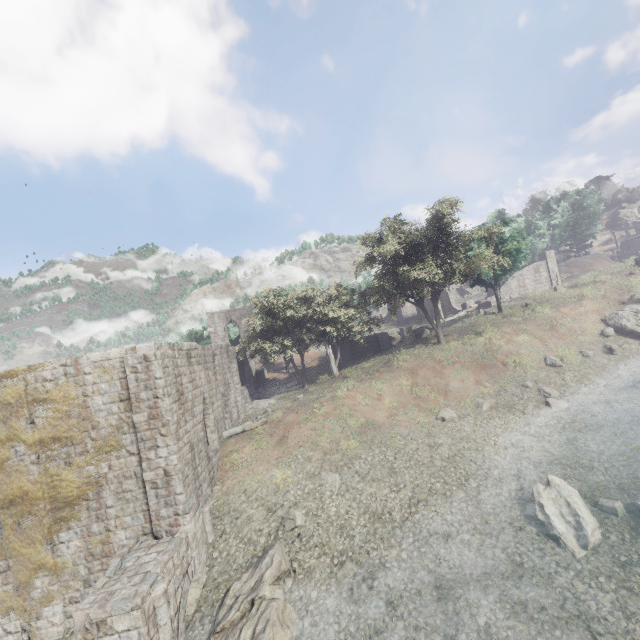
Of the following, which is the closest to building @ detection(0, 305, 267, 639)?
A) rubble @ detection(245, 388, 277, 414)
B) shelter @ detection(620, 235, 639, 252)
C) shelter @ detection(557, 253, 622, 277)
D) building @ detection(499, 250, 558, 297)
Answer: rubble @ detection(245, 388, 277, 414)

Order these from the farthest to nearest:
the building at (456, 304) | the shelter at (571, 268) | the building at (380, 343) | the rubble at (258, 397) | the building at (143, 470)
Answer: the building at (456, 304) → the shelter at (571, 268) → the building at (380, 343) → the rubble at (258, 397) → the building at (143, 470)

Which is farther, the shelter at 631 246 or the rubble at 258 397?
the shelter at 631 246

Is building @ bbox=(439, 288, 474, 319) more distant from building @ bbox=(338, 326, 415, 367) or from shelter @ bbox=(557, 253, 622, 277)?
shelter @ bbox=(557, 253, 622, 277)

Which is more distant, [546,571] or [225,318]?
[225,318]

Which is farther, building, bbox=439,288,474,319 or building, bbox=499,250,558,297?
building, bbox=439,288,474,319

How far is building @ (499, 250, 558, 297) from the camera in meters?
41.2 m

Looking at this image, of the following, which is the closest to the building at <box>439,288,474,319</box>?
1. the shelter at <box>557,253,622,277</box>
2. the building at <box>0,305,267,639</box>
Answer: the building at <box>0,305,267,639</box>
